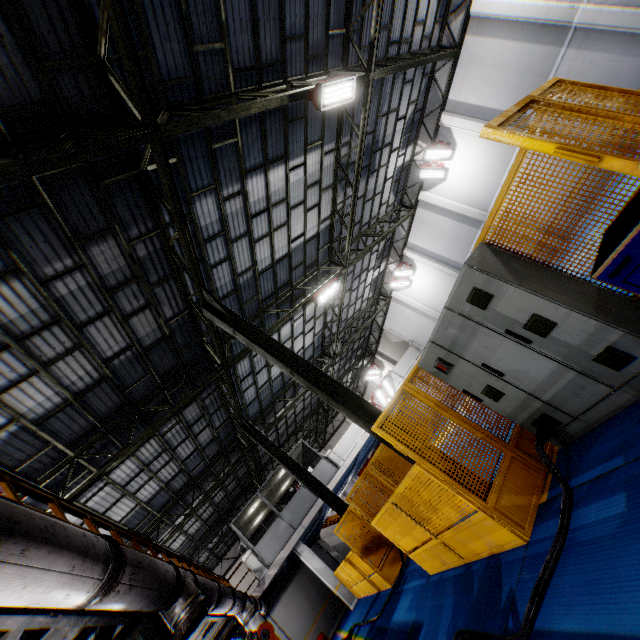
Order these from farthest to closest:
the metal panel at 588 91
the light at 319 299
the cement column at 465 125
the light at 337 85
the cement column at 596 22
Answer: the cement column at 465 125, the light at 319 299, the cement column at 596 22, the light at 337 85, the metal panel at 588 91

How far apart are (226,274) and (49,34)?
6.56m

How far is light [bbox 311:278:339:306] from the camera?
14.0m

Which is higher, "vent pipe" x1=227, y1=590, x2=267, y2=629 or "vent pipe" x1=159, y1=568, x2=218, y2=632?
"vent pipe" x1=159, y1=568, x2=218, y2=632

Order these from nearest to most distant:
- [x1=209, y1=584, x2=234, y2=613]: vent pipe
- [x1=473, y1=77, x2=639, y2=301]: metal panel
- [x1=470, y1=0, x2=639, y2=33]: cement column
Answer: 1. [x1=473, y1=77, x2=639, y2=301]: metal panel
2. [x1=209, y1=584, x2=234, y2=613]: vent pipe
3. [x1=470, y1=0, x2=639, y2=33]: cement column

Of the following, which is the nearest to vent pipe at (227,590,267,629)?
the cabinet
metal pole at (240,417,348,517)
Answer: metal pole at (240,417,348,517)

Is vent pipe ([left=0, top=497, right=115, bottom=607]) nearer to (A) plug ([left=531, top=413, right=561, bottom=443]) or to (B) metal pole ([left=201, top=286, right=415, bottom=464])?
(B) metal pole ([left=201, top=286, right=415, bottom=464])

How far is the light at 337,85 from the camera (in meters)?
8.23
